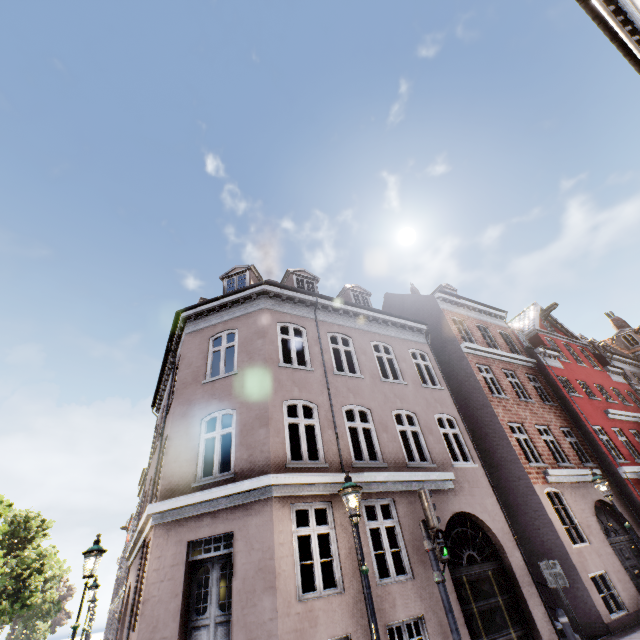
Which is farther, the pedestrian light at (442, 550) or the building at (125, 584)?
the building at (125, 584)

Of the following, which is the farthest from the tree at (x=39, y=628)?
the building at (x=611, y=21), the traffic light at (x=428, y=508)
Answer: the traffic light at (x=428, y=508)

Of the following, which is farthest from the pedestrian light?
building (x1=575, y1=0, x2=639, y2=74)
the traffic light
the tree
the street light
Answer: the tree

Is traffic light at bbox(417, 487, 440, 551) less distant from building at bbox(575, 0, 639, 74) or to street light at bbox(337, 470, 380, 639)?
street light at bbox(337, 470, 380, 639)

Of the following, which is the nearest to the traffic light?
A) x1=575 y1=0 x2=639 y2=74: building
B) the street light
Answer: the street light

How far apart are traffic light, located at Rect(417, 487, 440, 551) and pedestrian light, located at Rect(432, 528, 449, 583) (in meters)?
0.06

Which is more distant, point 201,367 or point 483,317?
point 483,317

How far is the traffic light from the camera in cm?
638
